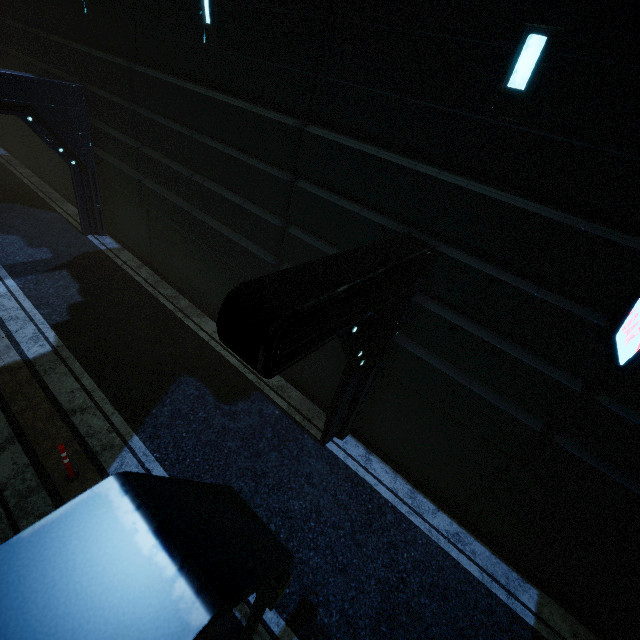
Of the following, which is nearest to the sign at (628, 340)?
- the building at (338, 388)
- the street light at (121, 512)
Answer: the building at (338, 388)

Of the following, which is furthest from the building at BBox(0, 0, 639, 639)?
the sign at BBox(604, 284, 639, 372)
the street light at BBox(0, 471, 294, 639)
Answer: the street light at BBox(0, 471, 294, 639)

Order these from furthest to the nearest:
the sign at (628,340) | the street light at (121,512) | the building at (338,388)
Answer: the building at (338,388) < the sign at (628,340) < the street light at (121,512)

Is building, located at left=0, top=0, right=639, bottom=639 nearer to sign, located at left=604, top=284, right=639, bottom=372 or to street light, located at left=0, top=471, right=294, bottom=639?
sign, located at left=604, top=284, right=639, bottom=372

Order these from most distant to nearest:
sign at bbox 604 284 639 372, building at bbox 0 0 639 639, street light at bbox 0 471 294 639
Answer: building at bbox 0 0 639 639
sign at bbox 604 284 639 372
street light at bbox 0 471 294 639

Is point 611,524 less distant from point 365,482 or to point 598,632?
point 598,632
